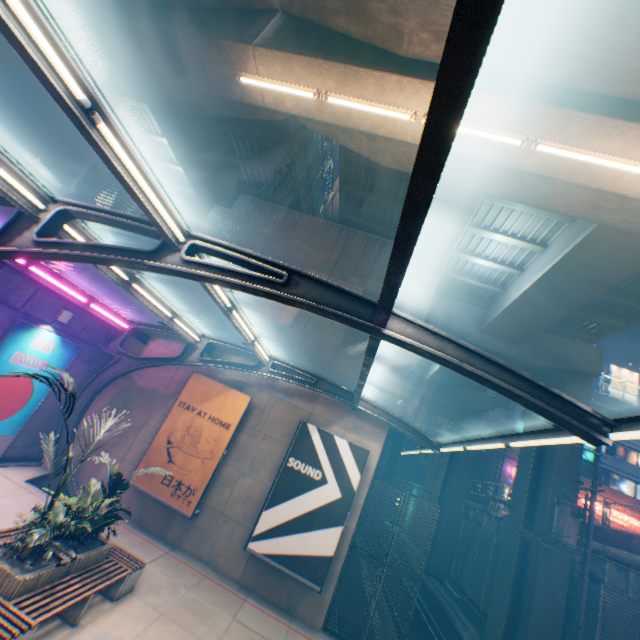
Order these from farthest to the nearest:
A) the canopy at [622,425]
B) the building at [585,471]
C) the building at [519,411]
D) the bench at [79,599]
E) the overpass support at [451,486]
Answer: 1. the building at [519,411]
2. the building at [585,471]
3. the overpass support at [451,486]
4. the bench at [79,599]
5. the canopy at [622,425]

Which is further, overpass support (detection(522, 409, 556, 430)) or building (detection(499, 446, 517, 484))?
building (detection(499, 446, 517, 484))

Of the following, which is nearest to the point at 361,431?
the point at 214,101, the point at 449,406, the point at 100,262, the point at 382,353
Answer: the point at 382,353

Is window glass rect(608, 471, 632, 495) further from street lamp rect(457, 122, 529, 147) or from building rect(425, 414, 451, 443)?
street lamp rect(457, 122, 529, 147)

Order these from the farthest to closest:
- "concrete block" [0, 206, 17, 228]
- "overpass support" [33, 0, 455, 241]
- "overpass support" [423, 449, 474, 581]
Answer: "overpass support" [423, 449, 474, 581] < "concrete block" [0, 206, 17, 228] < "overpass support" [33, 0, 455, 241]

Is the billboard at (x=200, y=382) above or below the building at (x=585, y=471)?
below

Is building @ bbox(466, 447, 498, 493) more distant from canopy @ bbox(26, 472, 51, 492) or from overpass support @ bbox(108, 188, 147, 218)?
overpass support @ bbox(108, 188, 147, 218)

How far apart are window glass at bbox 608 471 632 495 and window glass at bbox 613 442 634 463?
1.4 meters
